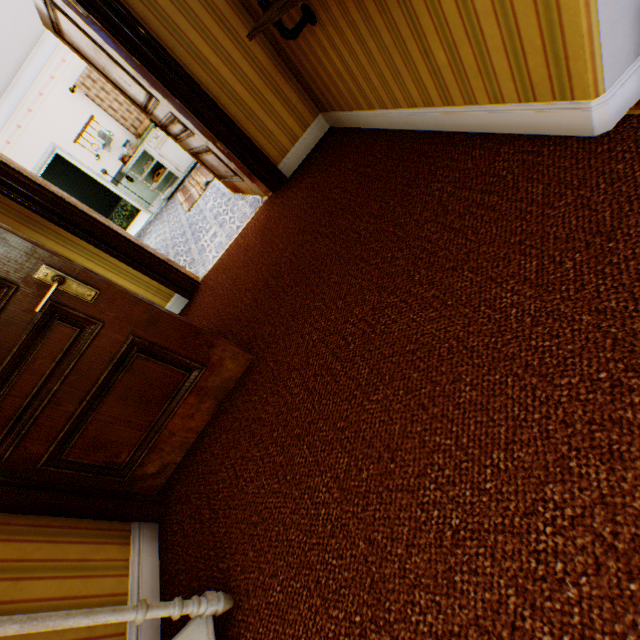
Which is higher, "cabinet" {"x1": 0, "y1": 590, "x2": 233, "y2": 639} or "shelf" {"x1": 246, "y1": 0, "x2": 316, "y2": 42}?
"shelf" {"x1": 246, "y1": 0, "x2": 316, "y2": 42}

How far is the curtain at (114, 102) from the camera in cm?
655

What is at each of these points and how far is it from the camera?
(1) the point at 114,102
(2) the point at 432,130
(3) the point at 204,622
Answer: (1) curtain, 6.89m
(2) building, 2.08m
(3) cabinet, 1.28m

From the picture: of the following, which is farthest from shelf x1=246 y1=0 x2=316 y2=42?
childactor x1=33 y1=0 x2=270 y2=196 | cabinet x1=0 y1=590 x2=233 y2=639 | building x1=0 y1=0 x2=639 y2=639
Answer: cabinet x1=0 y1=590 x2=233 y2=639

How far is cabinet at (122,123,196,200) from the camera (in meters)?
6.95

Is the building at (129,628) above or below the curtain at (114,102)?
below

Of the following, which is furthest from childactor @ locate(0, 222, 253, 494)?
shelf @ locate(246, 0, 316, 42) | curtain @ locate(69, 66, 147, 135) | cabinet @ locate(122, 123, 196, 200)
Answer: curtain @ locate(69, 66, 147, 135)

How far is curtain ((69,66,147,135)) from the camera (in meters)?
6.55
